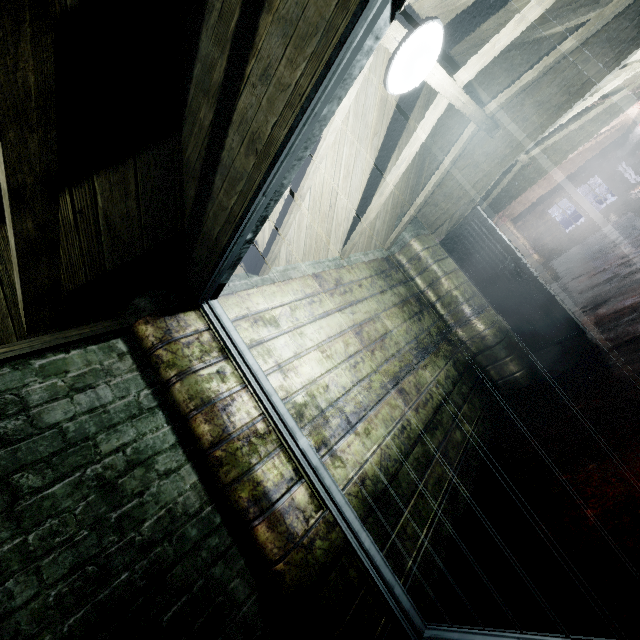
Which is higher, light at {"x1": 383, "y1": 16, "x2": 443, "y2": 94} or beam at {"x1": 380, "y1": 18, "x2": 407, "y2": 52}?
beam at {"x1": 380, "y1": 18, "x2": 407, "y2": 52}

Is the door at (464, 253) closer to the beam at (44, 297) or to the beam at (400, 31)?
the beam at (400, 31)

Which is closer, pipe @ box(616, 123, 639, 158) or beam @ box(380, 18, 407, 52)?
beam @ box(380, 18, 407, 52)

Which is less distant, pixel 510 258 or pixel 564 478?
pixel 564 478

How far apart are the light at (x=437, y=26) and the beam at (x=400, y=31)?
0.0 meters

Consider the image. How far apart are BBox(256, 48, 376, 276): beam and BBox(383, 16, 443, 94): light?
0.03m

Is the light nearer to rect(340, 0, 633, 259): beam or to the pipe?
rect(340, 0, 633, 259): beam
